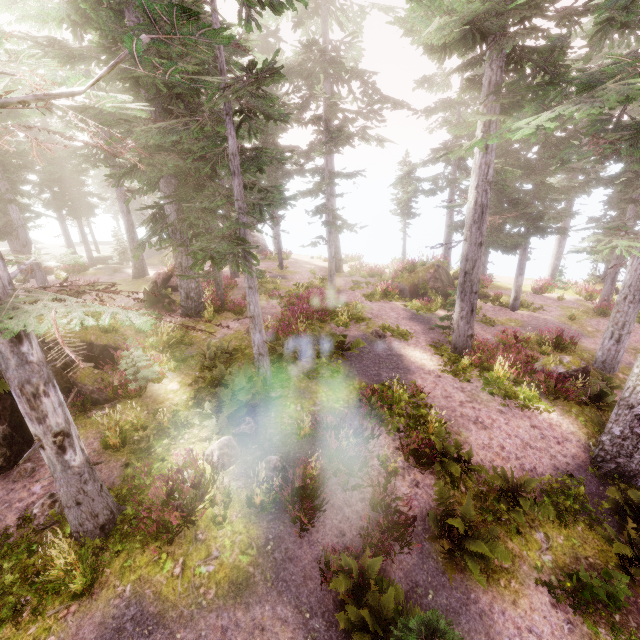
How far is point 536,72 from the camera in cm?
989

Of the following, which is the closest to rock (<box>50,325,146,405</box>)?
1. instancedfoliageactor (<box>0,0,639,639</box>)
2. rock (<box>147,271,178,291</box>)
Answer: instancedfoliageactor (<box>0,0,639,639</box>)

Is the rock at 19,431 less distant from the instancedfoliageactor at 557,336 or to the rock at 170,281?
the instancedfoliageactor at 557,336

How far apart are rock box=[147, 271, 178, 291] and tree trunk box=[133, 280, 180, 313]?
1.7m

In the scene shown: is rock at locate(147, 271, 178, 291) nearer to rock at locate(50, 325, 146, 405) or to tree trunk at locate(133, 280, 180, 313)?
tree trunk at locate(133, 280, 180, 313)

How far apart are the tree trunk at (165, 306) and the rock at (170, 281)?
1.7m

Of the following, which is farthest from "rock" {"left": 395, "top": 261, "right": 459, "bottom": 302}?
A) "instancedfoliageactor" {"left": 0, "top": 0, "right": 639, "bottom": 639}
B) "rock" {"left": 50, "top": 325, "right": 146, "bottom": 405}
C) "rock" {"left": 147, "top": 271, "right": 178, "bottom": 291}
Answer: "rock" {"left": 50, "top": 325, "right": 146, "bottom": 405}

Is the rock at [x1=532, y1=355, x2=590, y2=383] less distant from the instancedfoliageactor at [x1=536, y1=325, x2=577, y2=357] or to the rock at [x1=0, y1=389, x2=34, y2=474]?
the instancedfoliageactor at [x1=536, y1=325, x2=577, y2=357]
